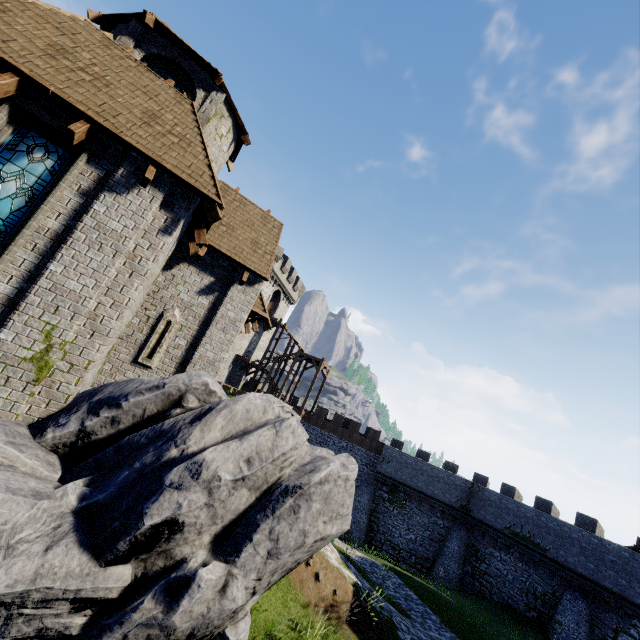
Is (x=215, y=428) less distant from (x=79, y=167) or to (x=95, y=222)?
(x=95, y=222)

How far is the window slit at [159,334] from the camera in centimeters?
965cm

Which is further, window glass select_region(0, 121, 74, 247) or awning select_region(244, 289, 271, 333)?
awning select_region(244, 289, 271, 333)

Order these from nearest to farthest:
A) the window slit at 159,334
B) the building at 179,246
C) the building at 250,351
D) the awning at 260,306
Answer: the building at 179,246 → the window slit at 159,334 → the awning at 260,306 → the building at 250,351

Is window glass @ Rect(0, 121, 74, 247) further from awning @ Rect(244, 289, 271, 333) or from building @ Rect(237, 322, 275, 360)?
building @ Rect(237, 322, 275, 360)

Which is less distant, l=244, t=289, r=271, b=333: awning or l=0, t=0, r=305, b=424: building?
l=0, t=0, r=305, b=424: building

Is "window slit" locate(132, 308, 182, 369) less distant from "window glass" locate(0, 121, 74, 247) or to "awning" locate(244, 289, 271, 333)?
"awning" locate(244, 289, 271, 333)

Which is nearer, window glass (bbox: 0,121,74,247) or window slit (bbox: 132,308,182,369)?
window glass (bbox: 0,121,74,247)
